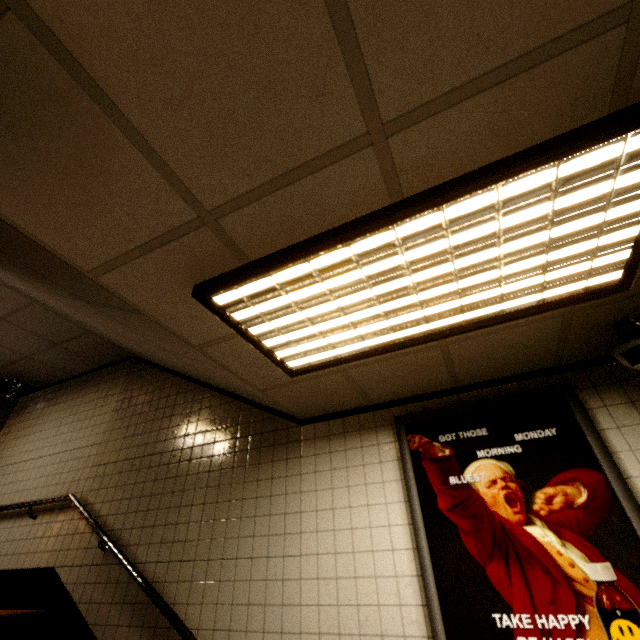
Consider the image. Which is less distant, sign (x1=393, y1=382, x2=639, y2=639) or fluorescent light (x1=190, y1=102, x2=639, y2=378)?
fluorescent light (x1=190, y1=102, x2=639, y2=378)

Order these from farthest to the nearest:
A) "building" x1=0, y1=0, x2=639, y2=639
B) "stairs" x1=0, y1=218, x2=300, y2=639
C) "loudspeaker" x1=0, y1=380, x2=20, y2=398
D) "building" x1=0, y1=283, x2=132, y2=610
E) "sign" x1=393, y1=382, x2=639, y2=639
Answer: "loudspeaker" x1=0, y1=380, x2=20, y2=398 < "building" x1=0, y1=283, x2=132, y2=610 < "stairs" x1=0, y1=218, x2=300, y2=639 < "sign" x1=393, y1=382, x2=639, y2=639 < "building" x1=0, y1=0, x2=639, y2=639

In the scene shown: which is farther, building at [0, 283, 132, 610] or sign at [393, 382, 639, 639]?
building at [0, 283, 132, 610]

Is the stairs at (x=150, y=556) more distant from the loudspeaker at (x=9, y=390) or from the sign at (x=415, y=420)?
the loudspeaker at (x=9, y=390)

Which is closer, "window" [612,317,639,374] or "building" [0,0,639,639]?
"building" [0,0,639,639]

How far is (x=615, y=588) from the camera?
A: 1.7m

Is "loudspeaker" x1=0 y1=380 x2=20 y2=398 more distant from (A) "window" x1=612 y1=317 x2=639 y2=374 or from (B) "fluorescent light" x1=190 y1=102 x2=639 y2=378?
(A) "window" x1=612 y1=317 x2=639 y2=374

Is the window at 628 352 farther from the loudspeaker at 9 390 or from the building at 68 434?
the loudspeaker at 9 390
